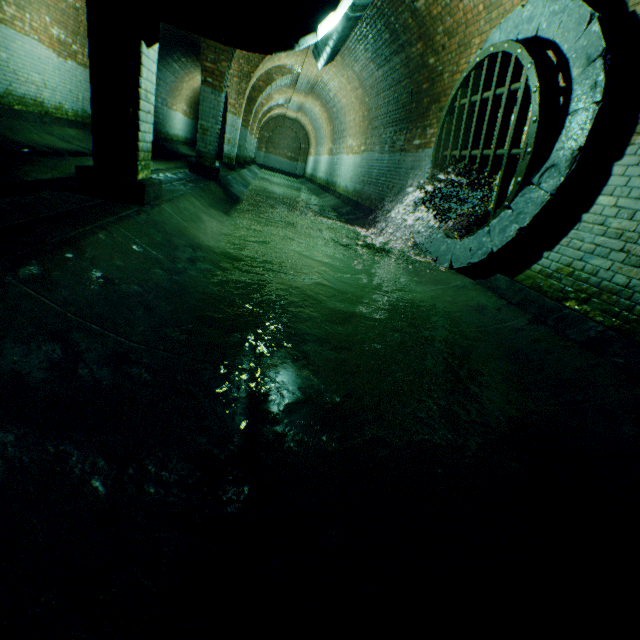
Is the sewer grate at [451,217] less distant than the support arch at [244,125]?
Yes

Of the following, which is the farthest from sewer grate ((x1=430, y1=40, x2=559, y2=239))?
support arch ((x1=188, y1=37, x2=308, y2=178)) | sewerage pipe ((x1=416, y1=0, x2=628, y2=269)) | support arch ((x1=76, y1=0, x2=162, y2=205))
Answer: support arch ((x1=188, y1=37, x2=308, y2=178))

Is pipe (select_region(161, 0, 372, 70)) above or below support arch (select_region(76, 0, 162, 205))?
above

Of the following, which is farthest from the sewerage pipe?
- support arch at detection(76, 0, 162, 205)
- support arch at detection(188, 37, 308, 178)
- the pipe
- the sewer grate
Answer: support arch at detection(188, 37, 308, 178)

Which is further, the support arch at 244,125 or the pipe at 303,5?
the support arch at 244,125

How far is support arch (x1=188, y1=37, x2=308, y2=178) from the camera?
7.0 meters

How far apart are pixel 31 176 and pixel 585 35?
7.75m

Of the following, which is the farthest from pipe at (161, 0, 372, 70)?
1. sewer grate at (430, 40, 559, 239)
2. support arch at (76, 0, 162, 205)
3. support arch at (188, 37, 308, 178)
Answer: sewer grate at (430, 40, 559, 239)
